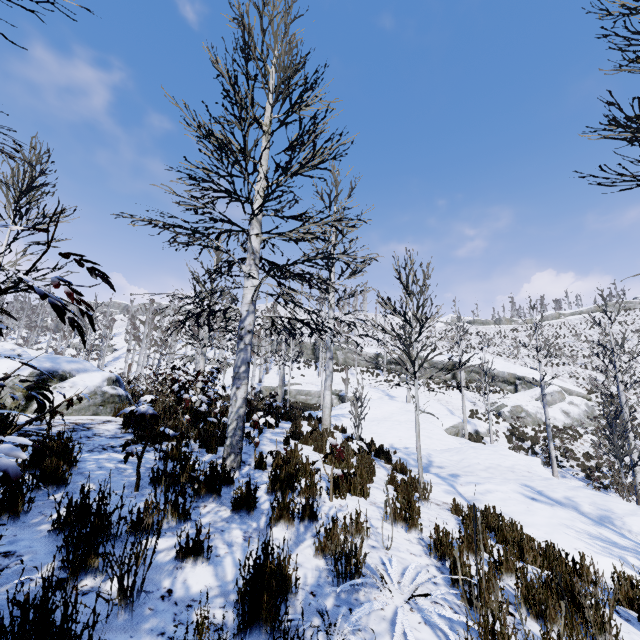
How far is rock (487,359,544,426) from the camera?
27.61m

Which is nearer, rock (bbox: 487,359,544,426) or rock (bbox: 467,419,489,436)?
rock (bbox: 467,419,489,436)

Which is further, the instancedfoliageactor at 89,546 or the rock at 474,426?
the rock at 474,426

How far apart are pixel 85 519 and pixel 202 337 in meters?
34.7 m

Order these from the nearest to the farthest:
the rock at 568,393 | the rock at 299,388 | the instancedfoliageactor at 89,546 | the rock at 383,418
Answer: the instancedfoliageactor at 89,546
the rock at 383,418
the rock at 568,393
the rock at 299,388

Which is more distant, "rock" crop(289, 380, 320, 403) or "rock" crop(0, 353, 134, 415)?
"rock" crop(289, 380, 320, 403)

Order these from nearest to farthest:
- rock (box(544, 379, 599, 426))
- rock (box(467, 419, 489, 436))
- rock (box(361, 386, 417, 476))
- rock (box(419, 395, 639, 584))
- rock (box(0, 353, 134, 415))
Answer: rock (box(419, 395, 639, 584)) < rock (box(0, 353, 134, 415)) < rock (box(361, 386, 417, 476)) < rock (box(467, 419, 489, 436)) < rock (box(544, 379, 599, 426))

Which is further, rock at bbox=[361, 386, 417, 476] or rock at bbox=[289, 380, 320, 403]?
rock at bbox=[289, 380, 320, 403]
